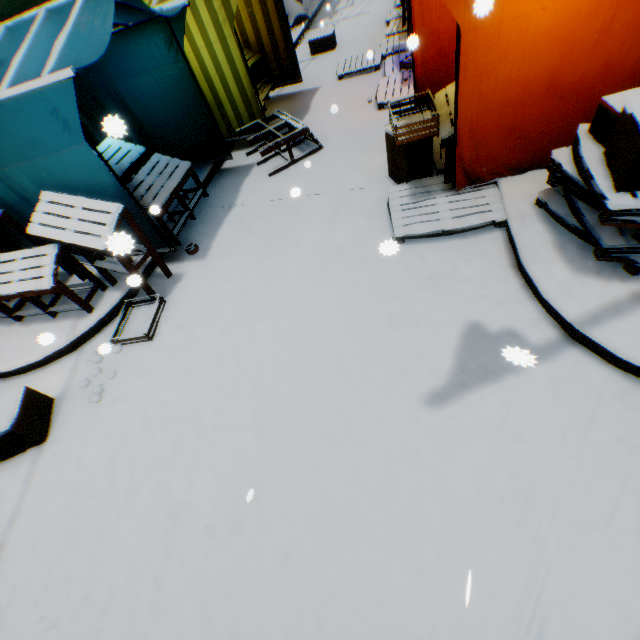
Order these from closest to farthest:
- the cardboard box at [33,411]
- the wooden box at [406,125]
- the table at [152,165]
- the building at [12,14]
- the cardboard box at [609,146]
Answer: the cardboard box at [609,146] < the cardboard box at [33,411] < the wooden box at [406,125] < the table at [152,165] < the building at [12,14]

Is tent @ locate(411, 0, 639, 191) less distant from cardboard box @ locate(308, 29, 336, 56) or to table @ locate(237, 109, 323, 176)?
table @ locate(237, 109, 323, 176)

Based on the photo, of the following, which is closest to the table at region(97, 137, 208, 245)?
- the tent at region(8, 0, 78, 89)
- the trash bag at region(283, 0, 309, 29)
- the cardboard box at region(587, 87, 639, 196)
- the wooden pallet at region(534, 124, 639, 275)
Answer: the tent at region(8, 0, 78, 89)

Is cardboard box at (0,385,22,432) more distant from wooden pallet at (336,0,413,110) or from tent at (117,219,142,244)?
wooden pallet at (336,0,413,110)

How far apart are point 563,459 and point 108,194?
5.30m

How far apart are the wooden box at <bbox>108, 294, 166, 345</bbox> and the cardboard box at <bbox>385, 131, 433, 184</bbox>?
3.6m

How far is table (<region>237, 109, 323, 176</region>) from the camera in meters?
5.4 m

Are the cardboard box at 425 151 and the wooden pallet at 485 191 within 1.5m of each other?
yes
